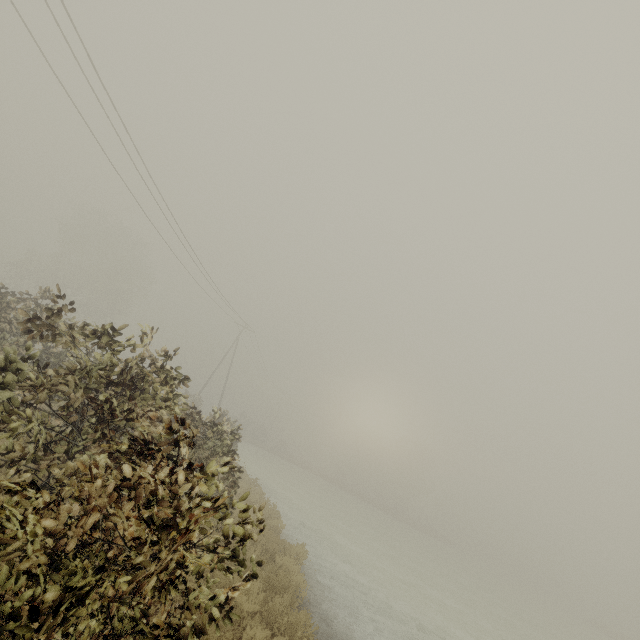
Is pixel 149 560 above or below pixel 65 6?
below
